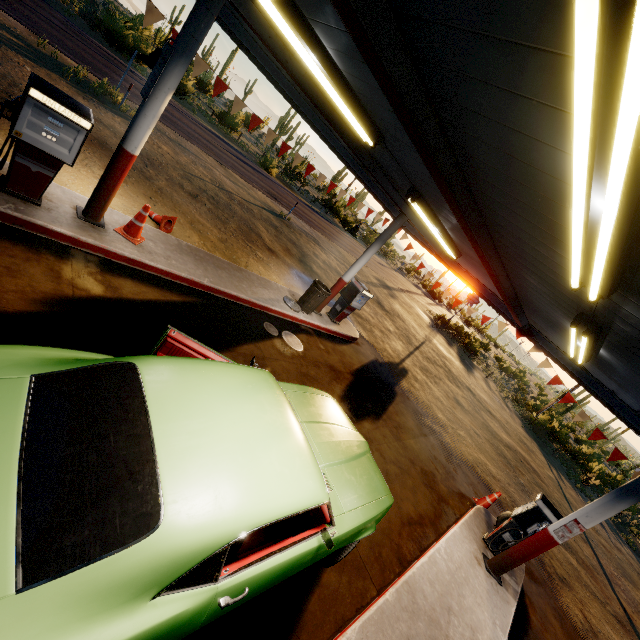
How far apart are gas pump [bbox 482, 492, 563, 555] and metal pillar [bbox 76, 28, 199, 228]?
9.53m

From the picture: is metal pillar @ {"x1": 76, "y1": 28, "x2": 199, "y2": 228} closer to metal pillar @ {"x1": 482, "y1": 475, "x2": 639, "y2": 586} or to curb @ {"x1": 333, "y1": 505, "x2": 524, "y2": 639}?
curb @ {"x1": 333, "y1": 505, "x2": 524, "y2": 639}

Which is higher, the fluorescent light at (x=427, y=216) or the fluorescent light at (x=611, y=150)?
the fluorescent light at (x=427, y=216)

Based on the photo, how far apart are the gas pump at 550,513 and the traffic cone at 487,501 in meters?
1.3

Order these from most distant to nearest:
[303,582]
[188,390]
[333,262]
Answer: [333,262]
[303,582]
[188,390]

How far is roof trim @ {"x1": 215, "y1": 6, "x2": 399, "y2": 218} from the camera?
6.3m

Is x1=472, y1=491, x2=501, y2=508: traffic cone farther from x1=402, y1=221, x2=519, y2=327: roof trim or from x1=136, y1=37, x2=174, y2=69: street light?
x1=136, y1=37, x2=174, y2=69: street light

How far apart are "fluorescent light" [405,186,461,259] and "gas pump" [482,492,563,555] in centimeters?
559cm
